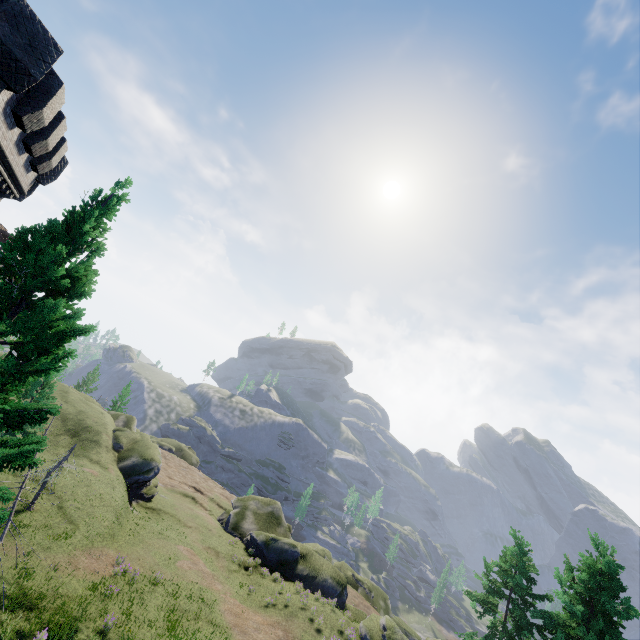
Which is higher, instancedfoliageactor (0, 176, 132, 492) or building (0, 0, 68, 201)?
building (0, 0, 68, 201)

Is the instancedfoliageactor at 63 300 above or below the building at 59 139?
below

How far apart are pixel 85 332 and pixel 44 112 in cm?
830

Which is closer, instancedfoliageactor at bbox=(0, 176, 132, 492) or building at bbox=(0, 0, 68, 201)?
instancedfoliageactor at bbox=(0, 176, 132, 492)

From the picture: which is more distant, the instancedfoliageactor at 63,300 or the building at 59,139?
the building at 59,139
